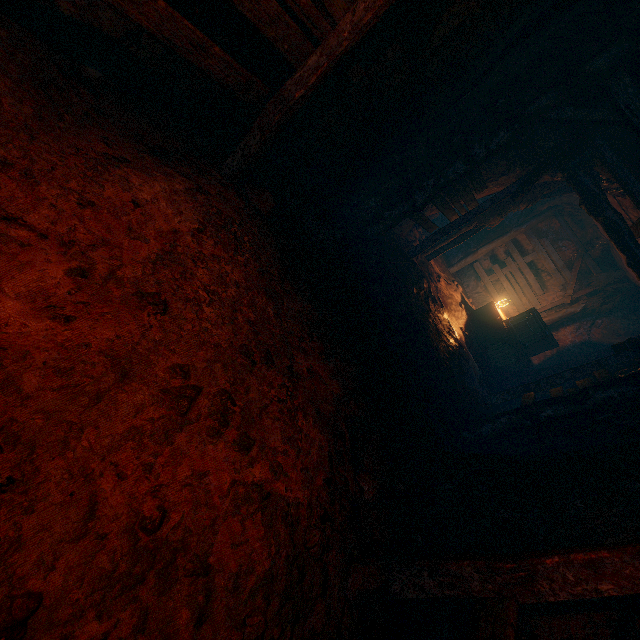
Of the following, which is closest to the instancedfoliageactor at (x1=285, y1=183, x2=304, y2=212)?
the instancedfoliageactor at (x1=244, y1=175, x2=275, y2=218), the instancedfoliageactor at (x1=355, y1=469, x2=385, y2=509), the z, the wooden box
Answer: the z

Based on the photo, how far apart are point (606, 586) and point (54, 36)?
5.5 meters

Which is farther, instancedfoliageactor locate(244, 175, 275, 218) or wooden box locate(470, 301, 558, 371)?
wooden box locate(470, 301, 558, 371)

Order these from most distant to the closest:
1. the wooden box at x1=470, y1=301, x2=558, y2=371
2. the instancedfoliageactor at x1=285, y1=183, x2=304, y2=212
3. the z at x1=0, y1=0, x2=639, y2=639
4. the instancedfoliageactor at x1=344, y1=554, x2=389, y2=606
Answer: the wooden box at x1=470, y1=301, x2=558, y2=371
the instancedfoliageactor at x1=285, y1=183, x2=304, y2=212
the instancedfoliageactor at x1=344, y1=554, x2=389, y2=606
the z at x1=0, y1=0, x2=639, y2=639

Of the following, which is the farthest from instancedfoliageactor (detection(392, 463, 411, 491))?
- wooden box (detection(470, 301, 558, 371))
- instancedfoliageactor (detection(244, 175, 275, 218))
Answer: wooden box (detection(470, 301, 558, 371))

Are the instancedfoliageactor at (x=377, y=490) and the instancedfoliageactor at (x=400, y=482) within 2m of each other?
yes

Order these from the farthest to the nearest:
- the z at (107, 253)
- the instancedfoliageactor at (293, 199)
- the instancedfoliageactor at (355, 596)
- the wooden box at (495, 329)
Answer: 1. the wooden box at (495, 329)
2. the instancedfoliageactor at (293, 199)
3. the instancedfoliageactor at (355, 596)
4. the z at (107, 253)

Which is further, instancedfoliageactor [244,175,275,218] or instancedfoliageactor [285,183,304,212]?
instancedfoliageactor [285,183,304,212]
